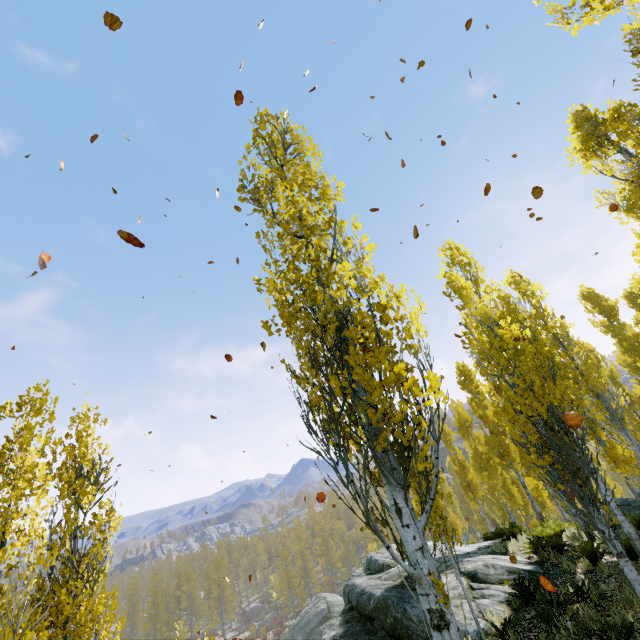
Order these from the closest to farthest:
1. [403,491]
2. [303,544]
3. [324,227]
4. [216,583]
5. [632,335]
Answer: [403,491] → [324,227] → [632,335] → [216,583] → [303,544]

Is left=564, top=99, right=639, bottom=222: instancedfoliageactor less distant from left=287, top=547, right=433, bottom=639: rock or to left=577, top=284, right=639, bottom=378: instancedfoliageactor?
left=577, top=284, right=639, bottom=378: instancedfoliageactor

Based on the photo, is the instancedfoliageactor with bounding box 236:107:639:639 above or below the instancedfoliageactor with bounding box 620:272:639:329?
below

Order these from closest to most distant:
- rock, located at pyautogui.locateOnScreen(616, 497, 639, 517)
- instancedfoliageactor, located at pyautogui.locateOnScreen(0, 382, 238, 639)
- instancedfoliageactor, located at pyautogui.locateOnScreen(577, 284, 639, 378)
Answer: instancedfoliageactor, located at pyautogui.locateOnScreen(0, 382, 238, 639) → rock, located at pyautogui.locateOnScreen(616, 497, 639, 517) → instancedfoliageactor, located at pyautogui.locateOnScreen(577, 284, 639, 378)

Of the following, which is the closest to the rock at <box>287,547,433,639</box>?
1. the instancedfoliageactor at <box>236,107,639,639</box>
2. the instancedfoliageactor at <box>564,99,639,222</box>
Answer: the instancedfoliageactor at <box>236,107,639,639</box>

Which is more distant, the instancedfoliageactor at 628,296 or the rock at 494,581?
the instancedfoliageactor at 628,296

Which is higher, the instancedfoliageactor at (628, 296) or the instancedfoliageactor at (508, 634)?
the instancedfoliageactor at (628, 296)

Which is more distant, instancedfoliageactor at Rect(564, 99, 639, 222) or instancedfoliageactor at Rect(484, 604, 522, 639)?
instancedfoliageactor at Rect(564, 99, 639, 222)
